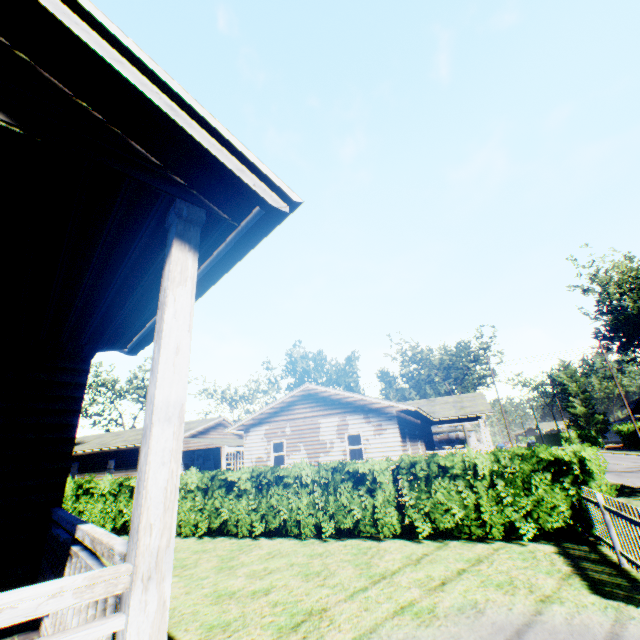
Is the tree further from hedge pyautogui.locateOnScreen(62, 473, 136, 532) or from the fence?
the fence

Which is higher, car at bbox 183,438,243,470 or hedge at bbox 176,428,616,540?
car at bbox 183,438,243,470

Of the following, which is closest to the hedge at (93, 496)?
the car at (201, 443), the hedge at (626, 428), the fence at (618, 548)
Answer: the car at (201, 443)

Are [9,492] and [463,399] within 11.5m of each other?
no

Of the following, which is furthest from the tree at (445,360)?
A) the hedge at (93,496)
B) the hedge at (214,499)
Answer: the hedge at (93,496)

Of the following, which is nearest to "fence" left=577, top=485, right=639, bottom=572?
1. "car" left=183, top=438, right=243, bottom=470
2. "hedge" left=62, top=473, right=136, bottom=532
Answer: "hedge" left=62, top=473, right=136, bottom=532

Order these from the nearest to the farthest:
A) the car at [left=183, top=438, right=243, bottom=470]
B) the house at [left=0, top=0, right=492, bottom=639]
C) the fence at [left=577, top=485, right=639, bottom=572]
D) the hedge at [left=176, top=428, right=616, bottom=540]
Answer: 1. the house at [left=0, top=0, right=492, bottom=639]
2. the fence at [left=577, top=485, right=639, bottom=572]
3. the hedge at [left=176, top=428, right=616, bottom=540]
4. the car at [left=183, top=438, right=243, bottom=470]

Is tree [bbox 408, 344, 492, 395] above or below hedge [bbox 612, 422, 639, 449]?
above
